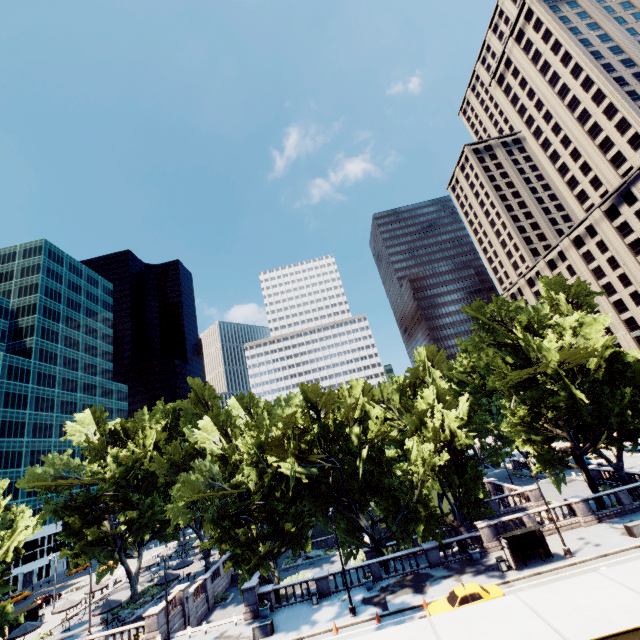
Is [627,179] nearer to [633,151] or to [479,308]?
[633,151]

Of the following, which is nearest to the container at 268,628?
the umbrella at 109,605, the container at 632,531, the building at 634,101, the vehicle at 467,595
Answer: the vehicle at 467,595

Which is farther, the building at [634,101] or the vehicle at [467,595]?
the building at [634,101]

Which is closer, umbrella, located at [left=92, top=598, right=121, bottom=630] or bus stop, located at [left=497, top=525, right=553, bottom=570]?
bus stop, located at [left=497, top=525, right=553, bottom=570]

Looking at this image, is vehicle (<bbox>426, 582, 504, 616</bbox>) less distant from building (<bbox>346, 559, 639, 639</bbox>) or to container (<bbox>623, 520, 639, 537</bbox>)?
container (<bbox>623, 520, 639, 537</bbox>)

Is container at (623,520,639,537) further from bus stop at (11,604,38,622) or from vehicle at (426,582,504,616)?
bus stop at (11,604,38,622)

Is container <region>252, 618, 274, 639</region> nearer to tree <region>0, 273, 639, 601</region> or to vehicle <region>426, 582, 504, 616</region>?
tree <region>0, 273, 639, 601</region>

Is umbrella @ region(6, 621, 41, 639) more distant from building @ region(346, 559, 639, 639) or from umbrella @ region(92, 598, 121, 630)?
building @ region(346, 559, 639, 639)
